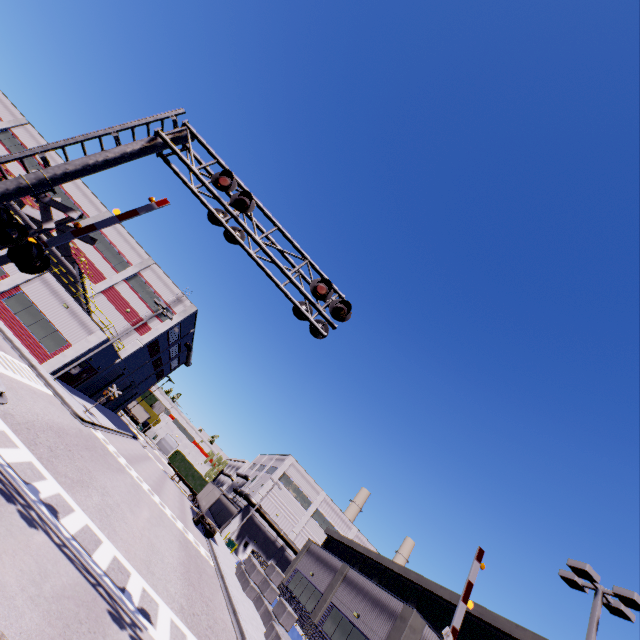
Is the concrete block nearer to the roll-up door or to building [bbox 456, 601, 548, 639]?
building [bbox 456, 601, 548, 639]

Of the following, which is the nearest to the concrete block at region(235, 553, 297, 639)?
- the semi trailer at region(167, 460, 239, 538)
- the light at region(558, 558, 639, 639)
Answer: the semi trailer at region(167, 460, 239, 538)

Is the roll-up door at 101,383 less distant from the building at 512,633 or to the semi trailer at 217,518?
the building at 512,633

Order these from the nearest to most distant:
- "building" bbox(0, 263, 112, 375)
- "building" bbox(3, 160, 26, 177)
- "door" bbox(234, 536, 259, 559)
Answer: "building" bbox(0, 263, 112, 375), "building" bbox(3, 160, 26, 177), "door" bbox(234, 536, 259, 559)

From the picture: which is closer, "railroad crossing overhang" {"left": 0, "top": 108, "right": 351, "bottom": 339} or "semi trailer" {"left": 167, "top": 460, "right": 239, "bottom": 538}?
"railroad crossing overhang" {"left": 0, "top": 108, "right": 351, "bottom": 339}

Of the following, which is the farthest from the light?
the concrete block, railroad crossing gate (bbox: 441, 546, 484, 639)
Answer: the concrete block

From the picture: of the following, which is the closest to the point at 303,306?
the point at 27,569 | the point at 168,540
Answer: the point at 27,569

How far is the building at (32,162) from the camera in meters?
39.2 m
